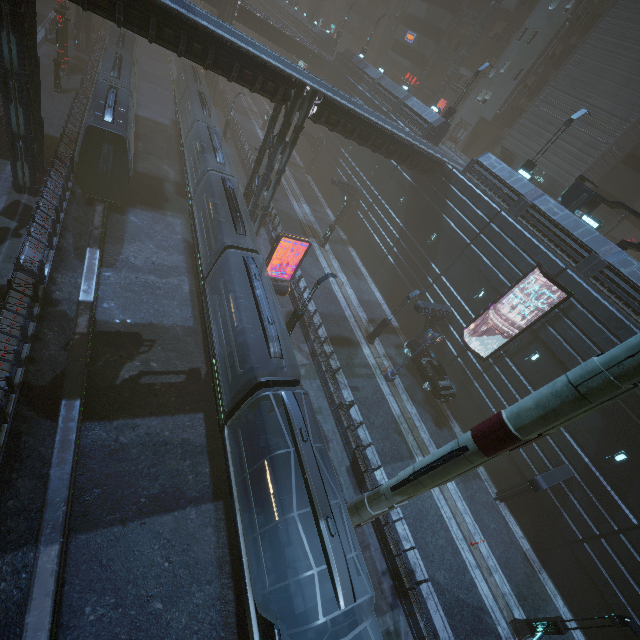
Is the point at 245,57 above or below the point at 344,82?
above

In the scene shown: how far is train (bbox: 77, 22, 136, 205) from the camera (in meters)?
19.44

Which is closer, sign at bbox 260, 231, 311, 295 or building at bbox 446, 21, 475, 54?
sign at bbox 260, 231, 311, 295

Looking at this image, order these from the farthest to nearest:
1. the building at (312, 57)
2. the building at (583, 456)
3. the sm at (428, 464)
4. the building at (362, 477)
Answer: the building at (312, 57) < the building at (362, 477) < the building at (583, 456) < the sm at (428, 464)

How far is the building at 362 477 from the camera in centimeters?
1645cm

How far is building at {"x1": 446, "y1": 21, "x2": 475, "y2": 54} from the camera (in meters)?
39.50

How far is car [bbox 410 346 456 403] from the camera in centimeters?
2267cm

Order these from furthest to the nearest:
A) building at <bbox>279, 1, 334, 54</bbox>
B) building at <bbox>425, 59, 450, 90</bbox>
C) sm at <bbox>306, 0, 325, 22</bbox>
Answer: sm at <bbox>306, 0, 325, 22</bbox>
building at <bbox>279, 1, 334, 54</bbox>
building at <bbox>425, 59, 450, 90</bbox>
